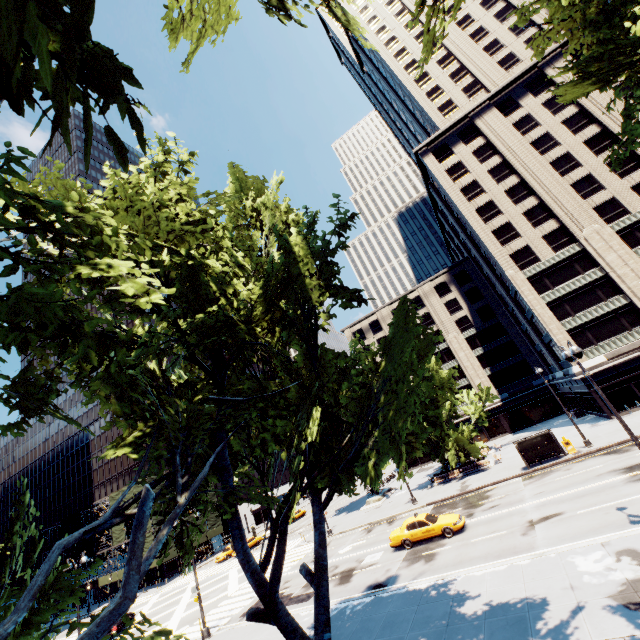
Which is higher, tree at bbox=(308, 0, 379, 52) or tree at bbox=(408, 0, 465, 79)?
tree at bbox=(308, 0, 379, 52)

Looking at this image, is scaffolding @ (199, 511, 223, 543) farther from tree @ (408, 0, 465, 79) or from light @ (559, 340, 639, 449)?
light @ (559, 340, 639, 449)

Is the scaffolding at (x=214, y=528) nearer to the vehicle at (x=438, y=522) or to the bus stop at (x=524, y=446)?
the vehicle at (x=438, y=522)

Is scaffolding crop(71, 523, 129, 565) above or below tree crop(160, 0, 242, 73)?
below

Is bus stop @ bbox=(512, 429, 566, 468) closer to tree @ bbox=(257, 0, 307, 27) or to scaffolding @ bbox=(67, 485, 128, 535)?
tree @ bbox=(257, 0, 307, 27)

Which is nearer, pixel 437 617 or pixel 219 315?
pixel 219 315

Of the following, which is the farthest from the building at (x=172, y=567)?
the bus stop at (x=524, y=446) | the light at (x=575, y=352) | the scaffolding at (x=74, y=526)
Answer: the bus stop at (x=524, y=446)

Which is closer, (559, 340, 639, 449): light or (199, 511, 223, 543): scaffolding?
(559, 340, 639, 449): light
